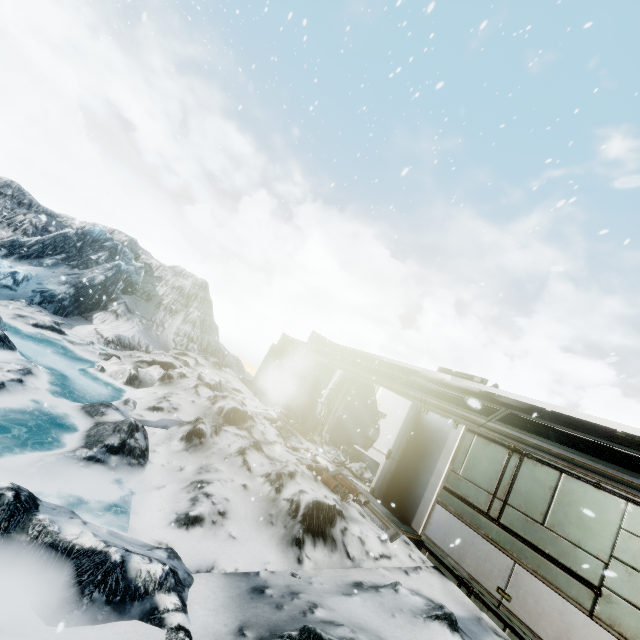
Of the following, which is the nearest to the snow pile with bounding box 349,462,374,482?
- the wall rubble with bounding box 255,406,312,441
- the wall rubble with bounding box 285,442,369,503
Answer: the wall rubble with bounding box 255,406,312,441

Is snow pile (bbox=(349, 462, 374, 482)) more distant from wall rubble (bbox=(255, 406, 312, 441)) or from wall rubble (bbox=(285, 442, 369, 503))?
wall rubble (bbox=(285, 442, 369, 503))

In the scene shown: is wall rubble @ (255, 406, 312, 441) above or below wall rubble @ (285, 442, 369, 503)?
above

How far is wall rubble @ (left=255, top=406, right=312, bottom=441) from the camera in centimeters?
1068cm

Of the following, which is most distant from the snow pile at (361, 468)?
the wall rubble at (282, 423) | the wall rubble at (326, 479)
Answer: the wall rubble at (326, 479)

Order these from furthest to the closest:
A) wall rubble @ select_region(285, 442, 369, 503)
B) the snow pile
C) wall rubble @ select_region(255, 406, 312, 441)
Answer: wall rubble @ select_region(255, 406, 312, 441)
the snow pile
wall rubble @ select_region(285, 442, 369, 503)

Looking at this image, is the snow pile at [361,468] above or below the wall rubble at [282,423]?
above

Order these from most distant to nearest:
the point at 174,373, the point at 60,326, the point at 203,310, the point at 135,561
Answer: the point at 203,310 → the point at 60,326 → the point at 174,373 → the point at 135,561
